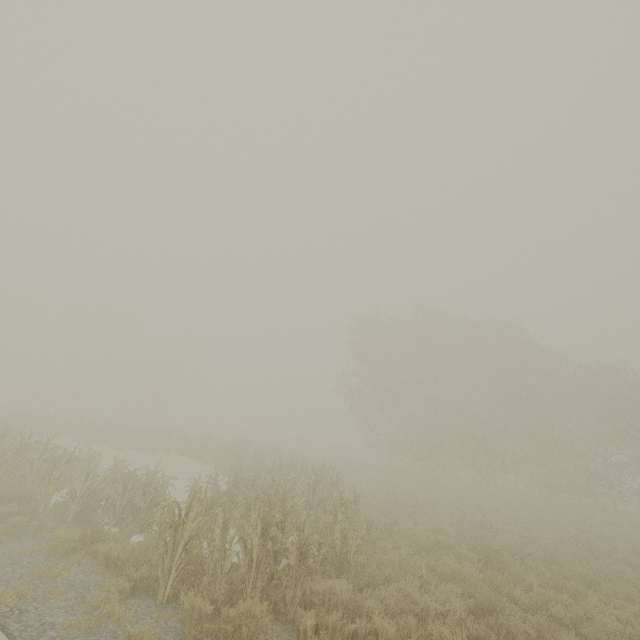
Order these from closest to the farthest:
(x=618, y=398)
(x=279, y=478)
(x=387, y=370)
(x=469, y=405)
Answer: (x=279, y=478), (x=618, y=398), (x=387, y=370), (x=469, y=405)
